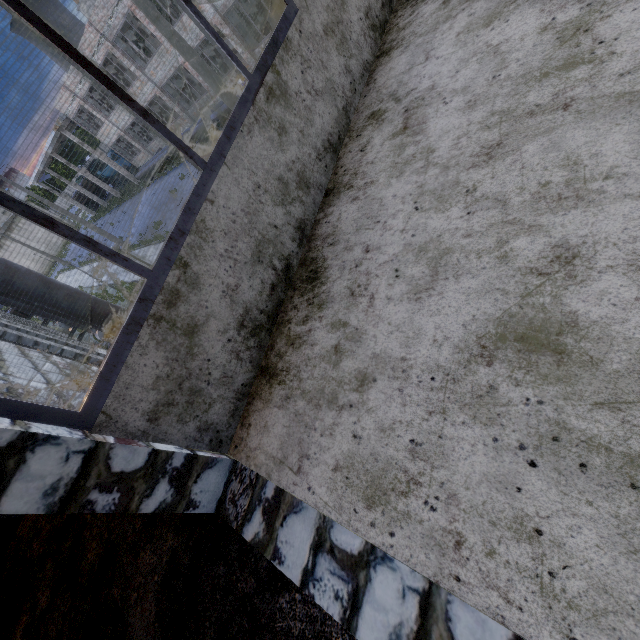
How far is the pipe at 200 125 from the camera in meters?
21.7 m

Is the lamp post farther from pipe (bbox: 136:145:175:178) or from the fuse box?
the fuse box

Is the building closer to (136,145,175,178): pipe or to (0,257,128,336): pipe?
(136,145,175,178): pipe

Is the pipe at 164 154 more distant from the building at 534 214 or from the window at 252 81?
the window at 252 81

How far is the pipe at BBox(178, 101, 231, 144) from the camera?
21.7 meters

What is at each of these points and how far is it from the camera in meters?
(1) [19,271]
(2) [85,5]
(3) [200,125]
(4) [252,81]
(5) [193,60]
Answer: (1) pipe, 6.1
(2) fuse box, 24.6
(3) pipe, 23.6
(4) window, 2.0
(5) lamp post, 9.0

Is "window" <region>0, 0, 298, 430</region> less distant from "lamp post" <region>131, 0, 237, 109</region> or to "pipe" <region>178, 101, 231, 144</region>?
"lamp post" <region>131, 0, 237, 109</region>

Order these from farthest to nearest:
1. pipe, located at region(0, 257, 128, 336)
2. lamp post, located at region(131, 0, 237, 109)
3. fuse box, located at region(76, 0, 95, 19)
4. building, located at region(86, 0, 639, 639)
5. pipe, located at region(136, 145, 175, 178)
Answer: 1. pipe, located at region(136, 145, 175, 178)
2. fuse box, located at region(76, 0, 95, 19)
3. lamp post, located at region(131, 0, 237, 109)
4. pipe, located at region(0, 257, 128, 336)
5. building, located at region(86, 0, 639, 639)
